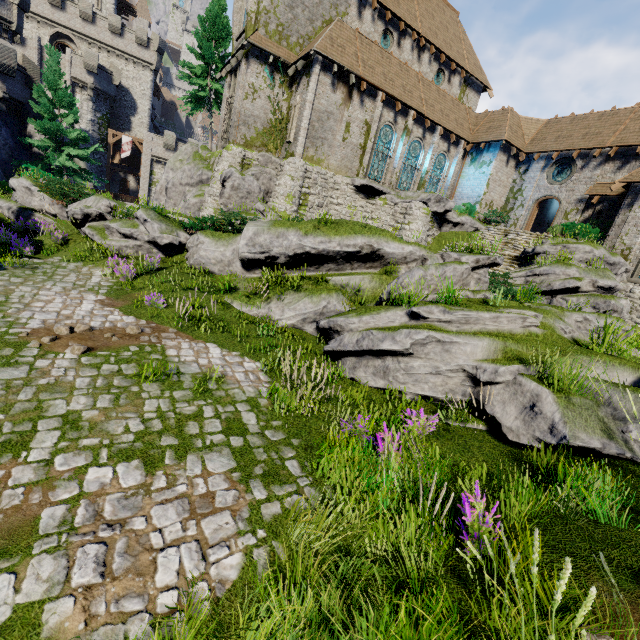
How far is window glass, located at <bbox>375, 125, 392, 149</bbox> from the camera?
22.7 meters

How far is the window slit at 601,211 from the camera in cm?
2114

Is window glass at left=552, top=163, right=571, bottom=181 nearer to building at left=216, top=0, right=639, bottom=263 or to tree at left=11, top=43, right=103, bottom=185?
building at left=216, top=0, right=639, bottom=263

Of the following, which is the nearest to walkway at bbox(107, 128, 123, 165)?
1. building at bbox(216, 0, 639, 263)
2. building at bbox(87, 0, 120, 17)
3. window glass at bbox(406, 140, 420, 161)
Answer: building at bbox(87, 0, 120, 17)

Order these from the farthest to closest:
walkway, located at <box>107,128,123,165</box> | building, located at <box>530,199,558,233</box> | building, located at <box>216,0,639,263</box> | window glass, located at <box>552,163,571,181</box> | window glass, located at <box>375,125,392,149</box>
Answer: walkway, located at <box>107,128,123,165</box> → building, located at <box>530,199,558,233</box> → window glass, located at <box>552,163,571,181</box> → window glass, located at <box>375,125,392,149</box> → building, located at <box>216,0,639,263</box>

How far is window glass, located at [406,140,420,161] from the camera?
24.3 meters

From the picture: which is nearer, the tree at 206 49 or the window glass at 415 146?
the window glass at 415 146

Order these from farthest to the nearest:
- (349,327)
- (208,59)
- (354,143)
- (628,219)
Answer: (208,59) < (354,143) < (628,219) < (349,327)
